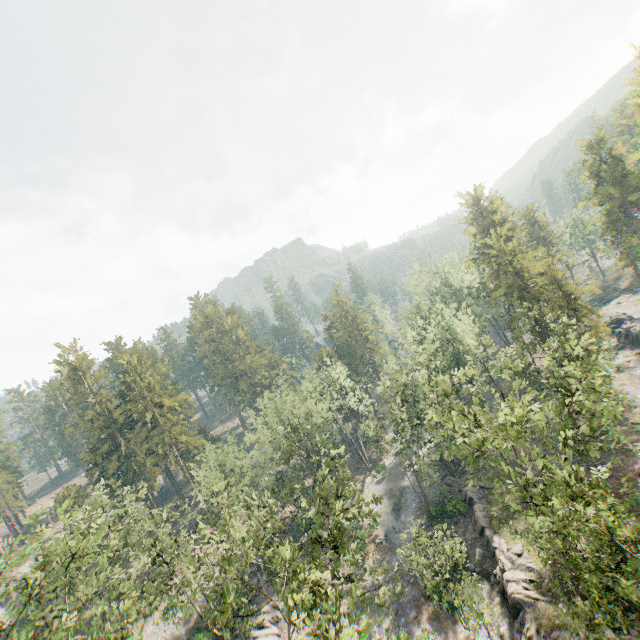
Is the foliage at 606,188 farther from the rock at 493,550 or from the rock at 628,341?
the rock at 628,341

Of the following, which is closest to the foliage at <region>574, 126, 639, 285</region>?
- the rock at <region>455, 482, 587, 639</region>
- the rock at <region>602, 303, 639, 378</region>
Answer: the rock at <region>455, 482, 587, 639</region>

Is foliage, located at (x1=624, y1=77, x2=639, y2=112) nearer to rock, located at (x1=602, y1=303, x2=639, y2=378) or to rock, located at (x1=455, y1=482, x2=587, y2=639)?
rock, located at (x1=455, y1=482, x2=587, y2=639)

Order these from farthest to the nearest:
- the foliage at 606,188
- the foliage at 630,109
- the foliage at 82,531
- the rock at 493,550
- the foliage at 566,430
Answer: the foliage at 606,188
the foliage at 630,109
the rock at 493,550
the foliage at 82,531
the foliage at 566,430

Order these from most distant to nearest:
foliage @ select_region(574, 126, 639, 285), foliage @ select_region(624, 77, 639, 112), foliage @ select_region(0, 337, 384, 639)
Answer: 1. foliage @ select_region(574, 126, 639, 285)
2. foliage @ select_region(624, 77, 639, 112)
3. foliage @ select_region(0, 337, 384, 639)

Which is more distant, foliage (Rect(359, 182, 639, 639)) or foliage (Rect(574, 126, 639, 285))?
foliage (Rect(574, 126, 639, 285))

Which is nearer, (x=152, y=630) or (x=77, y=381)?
(x=152, y=630)
